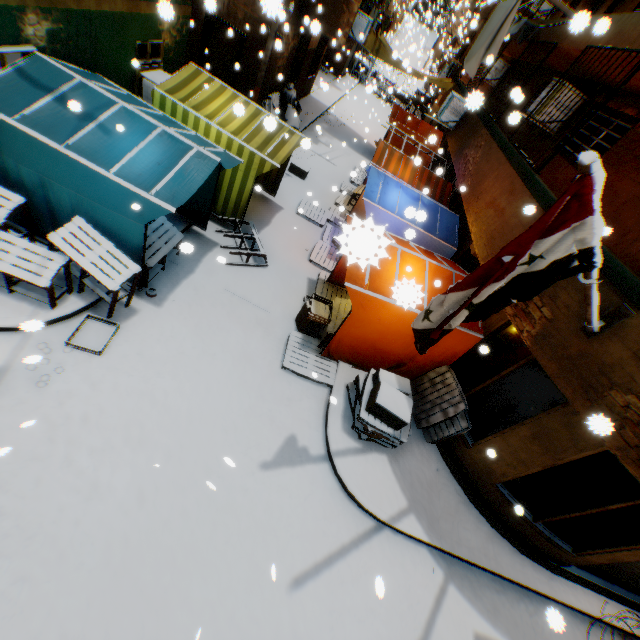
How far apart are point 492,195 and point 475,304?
4.64m

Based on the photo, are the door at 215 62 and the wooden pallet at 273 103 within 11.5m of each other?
yes

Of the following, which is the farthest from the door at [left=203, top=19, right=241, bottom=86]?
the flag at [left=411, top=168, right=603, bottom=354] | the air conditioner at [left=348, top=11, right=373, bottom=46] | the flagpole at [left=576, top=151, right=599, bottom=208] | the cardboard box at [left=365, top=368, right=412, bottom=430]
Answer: the flagpole at [left=576, top=151, right=599, bottom=208]

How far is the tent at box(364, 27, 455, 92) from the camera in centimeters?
1478cm

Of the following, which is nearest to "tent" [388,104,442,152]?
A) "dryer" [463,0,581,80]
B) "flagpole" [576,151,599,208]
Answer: "dryer" [463,0,581,80]

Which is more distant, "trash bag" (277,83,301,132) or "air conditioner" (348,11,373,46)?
"trash bag" (277,83,301,132)

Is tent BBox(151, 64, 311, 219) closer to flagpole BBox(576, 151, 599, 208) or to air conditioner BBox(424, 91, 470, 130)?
air conditioner BBox(424, 91, 470, 130)

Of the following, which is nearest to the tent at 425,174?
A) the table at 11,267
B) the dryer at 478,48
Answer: the table at 11,267
